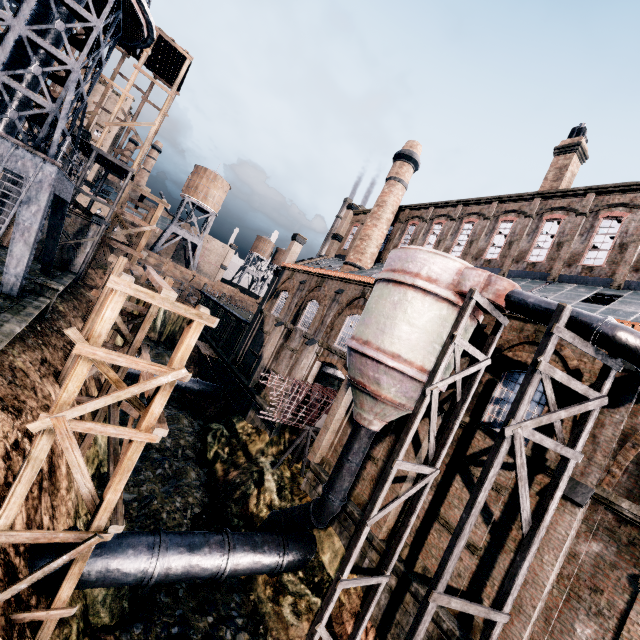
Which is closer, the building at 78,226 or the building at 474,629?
the building at 474,629

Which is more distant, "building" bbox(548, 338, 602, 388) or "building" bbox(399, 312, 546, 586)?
"building" bbox(399, 312, 546, 586)

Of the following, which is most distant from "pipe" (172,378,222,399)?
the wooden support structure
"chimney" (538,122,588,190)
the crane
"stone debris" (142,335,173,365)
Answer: "chimney" (538,122,588,190)

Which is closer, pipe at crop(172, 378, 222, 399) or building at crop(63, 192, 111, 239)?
building at crop(63, 192, 111, 239)

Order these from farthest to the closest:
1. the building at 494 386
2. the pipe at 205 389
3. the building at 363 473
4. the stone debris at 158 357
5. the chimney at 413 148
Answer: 1. the stone debris at 158 357
2. the pipe at 205 389
3. the chimney at 413 148
4. the building at 363 473
5. the building at 494 386

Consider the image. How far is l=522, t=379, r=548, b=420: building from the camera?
12.8 meters

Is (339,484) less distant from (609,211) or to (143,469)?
(143,469)
